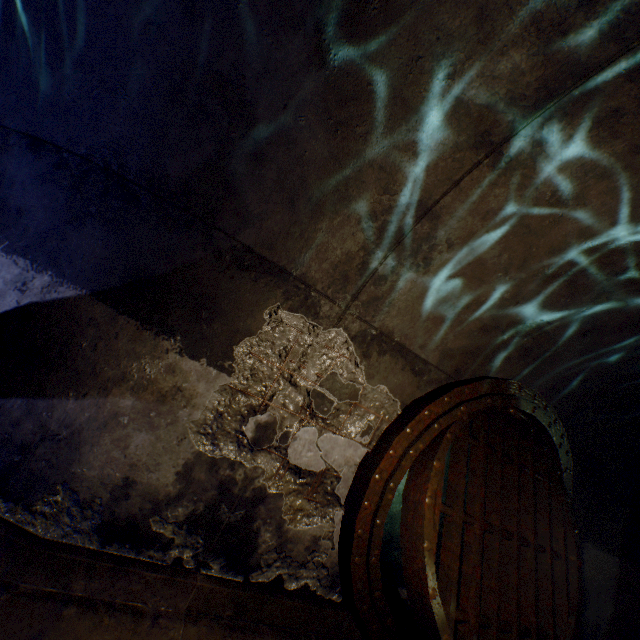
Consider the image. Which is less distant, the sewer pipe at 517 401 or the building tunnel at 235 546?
the building tunnel at 235 546

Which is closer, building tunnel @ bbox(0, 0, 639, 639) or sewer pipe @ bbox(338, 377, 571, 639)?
building tunnel @ bbox(0, 0, 639, 639)

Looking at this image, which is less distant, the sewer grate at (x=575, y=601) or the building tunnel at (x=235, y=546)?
the building tunnel at (x=235, y=546)

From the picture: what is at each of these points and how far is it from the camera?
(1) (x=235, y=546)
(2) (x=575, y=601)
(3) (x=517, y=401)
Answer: (1) building tunnel, 2.76m
(2) sewer grate, 3.35m
(3) sewer pipe, 3.46m

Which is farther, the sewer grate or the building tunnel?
the sewer grate
